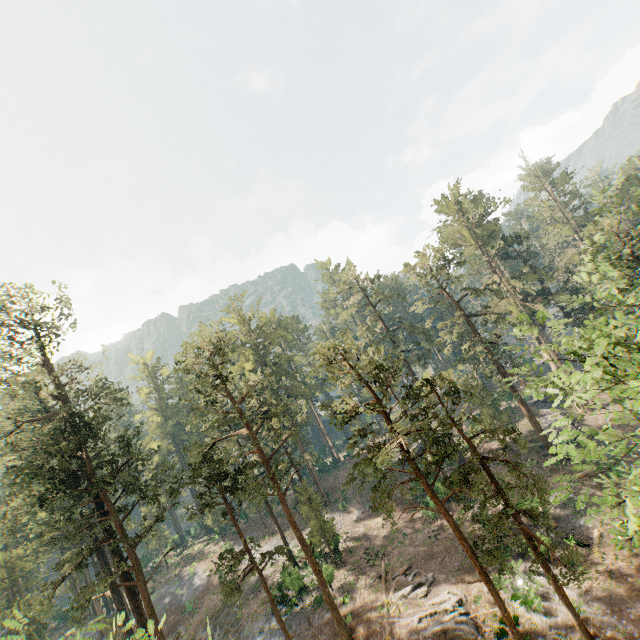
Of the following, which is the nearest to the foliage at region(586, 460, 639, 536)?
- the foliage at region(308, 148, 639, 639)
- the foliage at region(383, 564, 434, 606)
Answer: the foliage at region(308, 148, 639, 639)

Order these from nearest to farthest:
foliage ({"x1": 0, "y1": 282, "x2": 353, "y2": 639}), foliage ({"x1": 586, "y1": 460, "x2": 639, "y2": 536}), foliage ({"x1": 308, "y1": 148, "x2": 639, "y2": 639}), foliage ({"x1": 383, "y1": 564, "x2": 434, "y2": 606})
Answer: foliage ({"x1": 586, "y1": 460, "x2": 639, "y2": 536}) < foliage ({"x1": 308, "y1": 148, "x2": 639, "y2": 639}) < foliage ({"x1": 0, "y1": 282, "x2": 353, "y2": 639}) < foliage ({"x1": 383, "y1": 564, "x2": 434, "y2": 606})

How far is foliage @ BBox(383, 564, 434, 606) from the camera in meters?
25.1

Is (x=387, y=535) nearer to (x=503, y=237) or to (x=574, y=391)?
(x=574, y=391)

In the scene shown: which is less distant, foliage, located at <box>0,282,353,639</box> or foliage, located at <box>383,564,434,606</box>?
foliage, located at <box>0,282,353,639</box>

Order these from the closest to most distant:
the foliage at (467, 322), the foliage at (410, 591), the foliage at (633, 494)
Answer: the foliage at (633, 494)
the foliage at (467, 322)
the foliage at (410, 591)

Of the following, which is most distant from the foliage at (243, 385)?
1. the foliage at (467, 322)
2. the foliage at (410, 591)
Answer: the foliage at (410, 591)
